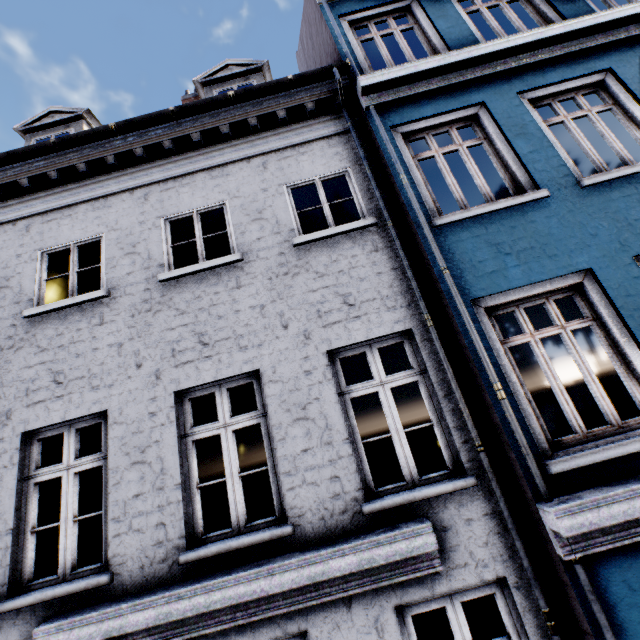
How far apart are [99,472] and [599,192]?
13.73m
